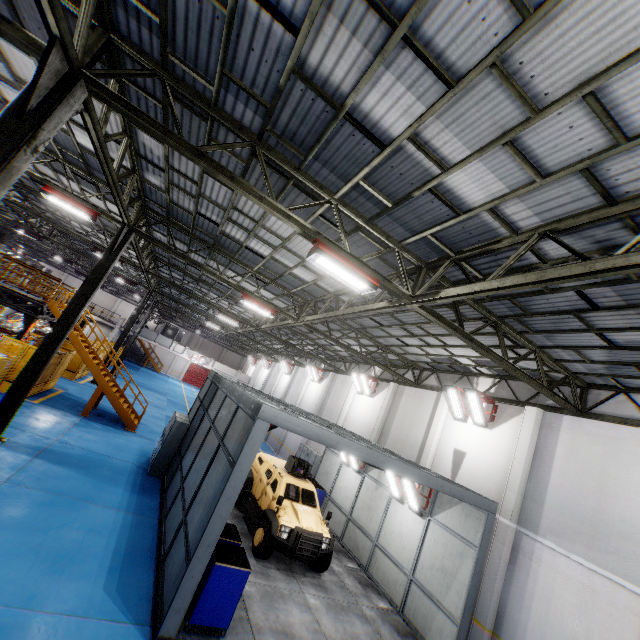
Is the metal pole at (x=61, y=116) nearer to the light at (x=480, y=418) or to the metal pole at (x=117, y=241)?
the metal pole at (x=117, y=241)

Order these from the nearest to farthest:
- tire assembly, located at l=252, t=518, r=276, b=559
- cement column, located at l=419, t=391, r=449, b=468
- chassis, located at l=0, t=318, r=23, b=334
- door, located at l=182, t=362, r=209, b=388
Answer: tire assembly, located at l=252, t=518, r=276, b=559, cement column, located at l=419, t=391, r=449, b=468, chassis, located at l=0, t=318, r=23, b=334, door, located at l=182, t=362, r=209, b=388

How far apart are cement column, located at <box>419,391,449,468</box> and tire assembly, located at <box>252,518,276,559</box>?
7.19m

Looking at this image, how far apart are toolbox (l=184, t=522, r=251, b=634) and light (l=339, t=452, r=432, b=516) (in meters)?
6.28

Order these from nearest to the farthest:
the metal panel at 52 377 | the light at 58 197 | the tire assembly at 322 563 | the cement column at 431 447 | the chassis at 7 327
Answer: the tire assembly at 322 563 → the light at 58 197 → the cement column at 431 447 → the metal panel at 52 377 → the chassis at 7 327

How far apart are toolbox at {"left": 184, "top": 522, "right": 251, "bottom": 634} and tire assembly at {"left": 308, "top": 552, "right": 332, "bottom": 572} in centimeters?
404cm

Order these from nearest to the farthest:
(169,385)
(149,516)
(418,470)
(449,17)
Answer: (449,17)
(418,470)
(149,516)
(169,385)

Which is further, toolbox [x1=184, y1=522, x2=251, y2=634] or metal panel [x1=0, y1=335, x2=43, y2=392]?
metal panel [x1=0, y1=335, x2=43, y2=392]
